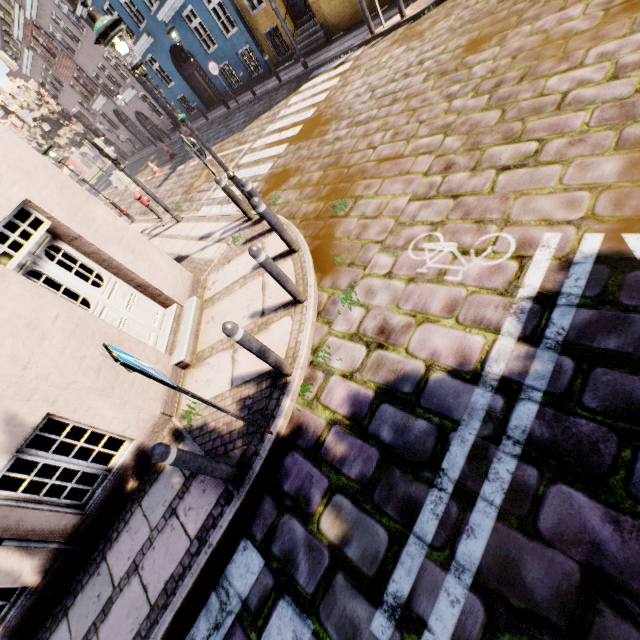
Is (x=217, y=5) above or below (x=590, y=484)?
above

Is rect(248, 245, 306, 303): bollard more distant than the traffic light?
No

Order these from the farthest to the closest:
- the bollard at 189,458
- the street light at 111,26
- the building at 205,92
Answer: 1. the building at 205,92
2. the street light at 111,26
3. the bollard at 189,458

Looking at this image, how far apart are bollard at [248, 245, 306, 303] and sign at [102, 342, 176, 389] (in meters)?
1.77

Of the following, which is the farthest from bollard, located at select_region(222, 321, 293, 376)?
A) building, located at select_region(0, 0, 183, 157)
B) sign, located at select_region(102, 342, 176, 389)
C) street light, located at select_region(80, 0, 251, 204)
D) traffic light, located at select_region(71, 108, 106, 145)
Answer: traffic light, located at select_region(71, 108, 106, 145)

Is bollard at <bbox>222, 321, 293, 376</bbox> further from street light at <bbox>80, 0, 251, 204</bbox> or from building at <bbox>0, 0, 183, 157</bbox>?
street light at <bbox>80, 0, 251, 204</bbox>

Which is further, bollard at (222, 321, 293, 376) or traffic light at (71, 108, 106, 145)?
traffic light at (71, 108, 106, 145)

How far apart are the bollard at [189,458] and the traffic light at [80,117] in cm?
907
